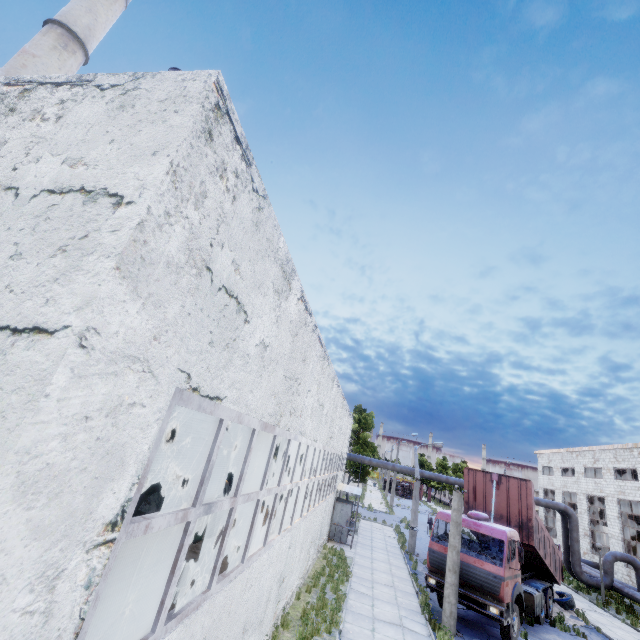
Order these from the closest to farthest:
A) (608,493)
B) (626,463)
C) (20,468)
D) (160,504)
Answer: (20,468) → (160,504) → (626,463) → (608,493)

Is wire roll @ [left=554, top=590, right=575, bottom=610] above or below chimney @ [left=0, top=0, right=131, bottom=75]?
below

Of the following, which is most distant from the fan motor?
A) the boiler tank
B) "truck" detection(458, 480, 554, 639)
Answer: "truck" detection(458, 480, 554, 639)

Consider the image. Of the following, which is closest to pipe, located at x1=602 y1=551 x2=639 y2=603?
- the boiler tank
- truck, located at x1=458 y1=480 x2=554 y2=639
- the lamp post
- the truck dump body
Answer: the truck dump body

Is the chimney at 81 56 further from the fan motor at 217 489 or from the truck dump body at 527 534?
the truck dump body at 527 534

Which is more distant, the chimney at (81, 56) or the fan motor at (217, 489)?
the fan motor at (217, 489)

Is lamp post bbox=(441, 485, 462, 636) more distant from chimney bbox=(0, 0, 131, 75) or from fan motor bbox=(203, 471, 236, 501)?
chimney bbox=(0, 0, 131, 75)

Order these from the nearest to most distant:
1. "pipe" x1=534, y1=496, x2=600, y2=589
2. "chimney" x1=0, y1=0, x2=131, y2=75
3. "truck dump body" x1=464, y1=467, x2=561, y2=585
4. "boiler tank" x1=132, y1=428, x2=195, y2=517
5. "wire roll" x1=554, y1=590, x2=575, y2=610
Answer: "boiler tank" x1=132, y1=428, x2=195, y2=517 < "truck dump body" x1=464, y1=467, x2=561, y2=585 < "wire roll" x1=554, y1=590, x2=575, y2=610 < "chimney" x1=0, y1=0, x2=131, y2=75 < "pipe" x1=534, y1=496, x2=600, y2=589
